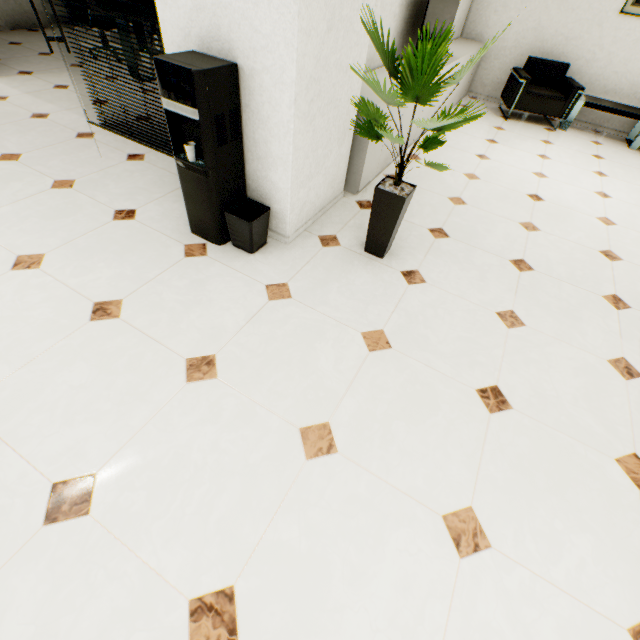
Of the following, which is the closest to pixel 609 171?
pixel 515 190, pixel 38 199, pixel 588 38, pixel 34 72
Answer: pixel 515 190

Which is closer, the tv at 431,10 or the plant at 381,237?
the plant at 381,237

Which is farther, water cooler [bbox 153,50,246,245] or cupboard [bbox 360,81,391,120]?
cupboard [bbox 360,81,391,120]

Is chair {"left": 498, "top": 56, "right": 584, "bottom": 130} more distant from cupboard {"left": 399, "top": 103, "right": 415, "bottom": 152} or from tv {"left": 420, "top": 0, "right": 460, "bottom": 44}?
tv {"left": 420, "top": 0, "right": 460, "bottom": 44}

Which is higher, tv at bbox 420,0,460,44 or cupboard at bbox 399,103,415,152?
tv at bbox 420,0,460,44

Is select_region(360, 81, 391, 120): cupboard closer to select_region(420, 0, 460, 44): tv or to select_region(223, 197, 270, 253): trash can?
select_region(420, 0, 460, 44): tv

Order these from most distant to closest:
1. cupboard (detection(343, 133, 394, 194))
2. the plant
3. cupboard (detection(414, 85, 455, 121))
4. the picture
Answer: the picture, cupboard (detection(414, 85, 455, 121)), cupboard (detection(343, 133, 394, 194)), the plant

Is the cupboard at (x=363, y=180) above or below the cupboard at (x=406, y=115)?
below
